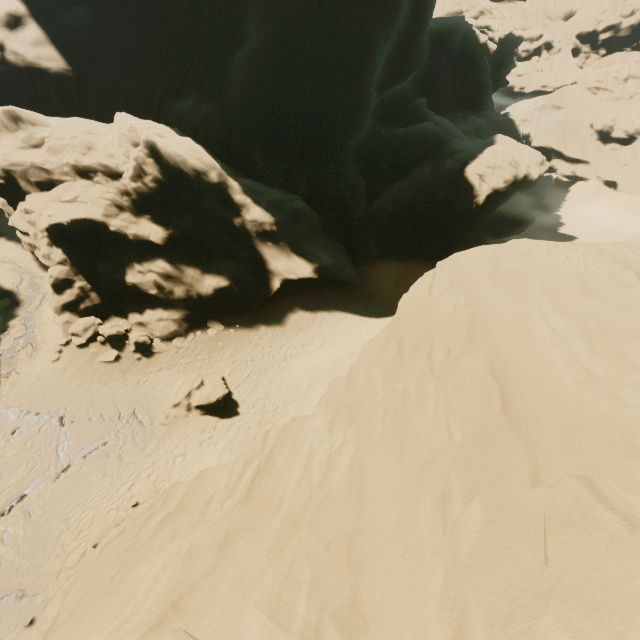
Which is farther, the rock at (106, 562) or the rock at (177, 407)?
the rock at (177, 407)

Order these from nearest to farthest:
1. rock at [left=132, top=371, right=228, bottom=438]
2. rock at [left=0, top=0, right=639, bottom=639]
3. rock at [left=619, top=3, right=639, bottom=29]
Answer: rock at [left=0, top=0, right=639, bottom=639] → rock at [left=132, top=371, right=228, bottom=438] → rock at [left=619, top=3, right=639, bottom=29]

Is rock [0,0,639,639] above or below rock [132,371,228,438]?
above

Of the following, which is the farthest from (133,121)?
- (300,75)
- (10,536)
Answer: (10,536)

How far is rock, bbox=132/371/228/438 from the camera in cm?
1623

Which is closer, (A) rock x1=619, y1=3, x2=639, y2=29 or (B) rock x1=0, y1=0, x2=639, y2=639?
(B) rock x1=0, y1=0, x2=639, y2=639
